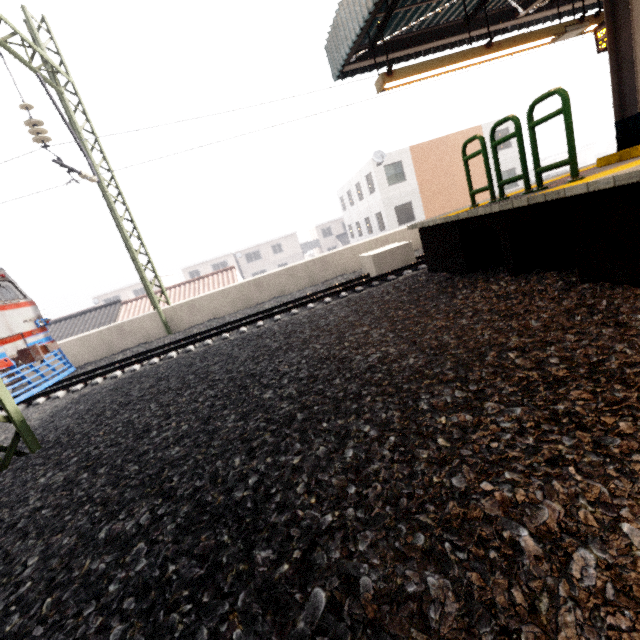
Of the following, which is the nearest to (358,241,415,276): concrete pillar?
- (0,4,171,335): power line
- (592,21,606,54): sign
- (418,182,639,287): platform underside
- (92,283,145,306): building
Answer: (418,182,639,287): platform underside

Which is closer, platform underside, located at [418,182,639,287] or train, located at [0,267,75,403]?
platform underside, located at [418,182,639,287]

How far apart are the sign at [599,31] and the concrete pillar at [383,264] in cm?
546

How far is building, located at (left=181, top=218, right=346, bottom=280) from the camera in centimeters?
4609cm

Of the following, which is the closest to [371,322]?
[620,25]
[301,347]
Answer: [301,347]

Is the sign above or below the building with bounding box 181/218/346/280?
above

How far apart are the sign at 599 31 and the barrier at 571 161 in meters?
4.4 m

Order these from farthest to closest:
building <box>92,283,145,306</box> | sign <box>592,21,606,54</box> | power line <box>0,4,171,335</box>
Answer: building <box>92,283,145,306</box>
power line <box>0,4,171,335</box>
sign <box>592,21,606,54</box>
